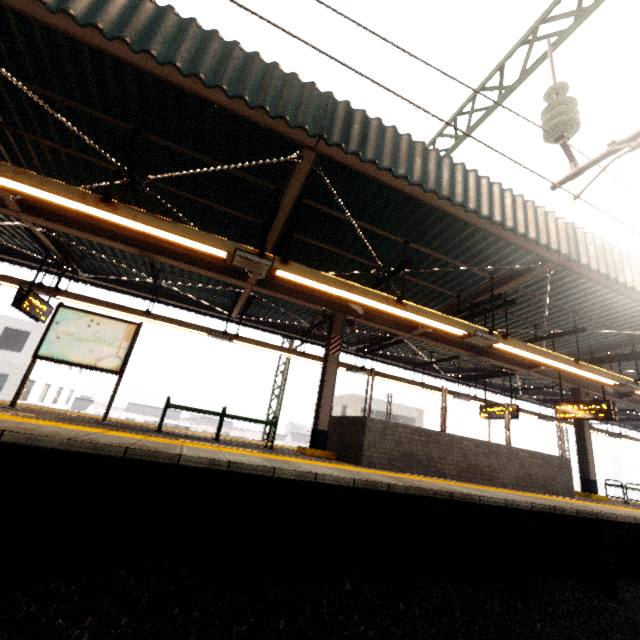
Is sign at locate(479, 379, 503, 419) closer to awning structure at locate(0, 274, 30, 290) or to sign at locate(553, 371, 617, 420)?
awning structure at locate(0, 274, 30, 290)

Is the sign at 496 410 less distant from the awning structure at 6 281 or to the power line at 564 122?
the awning structure at 6 281

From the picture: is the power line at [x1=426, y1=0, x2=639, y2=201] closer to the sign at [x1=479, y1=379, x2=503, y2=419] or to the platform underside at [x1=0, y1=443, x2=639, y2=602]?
the platform underside at [x1=0, y1=443, x2=639, y2=602]

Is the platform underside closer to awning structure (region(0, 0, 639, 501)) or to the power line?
awning structure (region(0, 0, 639, 501))

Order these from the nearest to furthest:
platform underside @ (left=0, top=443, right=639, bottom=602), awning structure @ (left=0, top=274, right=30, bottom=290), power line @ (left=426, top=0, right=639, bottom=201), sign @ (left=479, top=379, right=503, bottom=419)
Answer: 1. platform underside @ (left=0, top=443, right=639, bottom=602)
2. power line @ (left=426, top=0, right=639, bottom=201)
3. awning structure @ (left=0, top=274, right=30, bottom=290)
4. sign @ (left=479, top=379, right=503, bottom=419)

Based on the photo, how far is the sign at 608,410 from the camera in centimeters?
880cm

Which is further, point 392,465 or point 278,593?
point 392,465

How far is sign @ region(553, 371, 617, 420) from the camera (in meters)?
8.80
